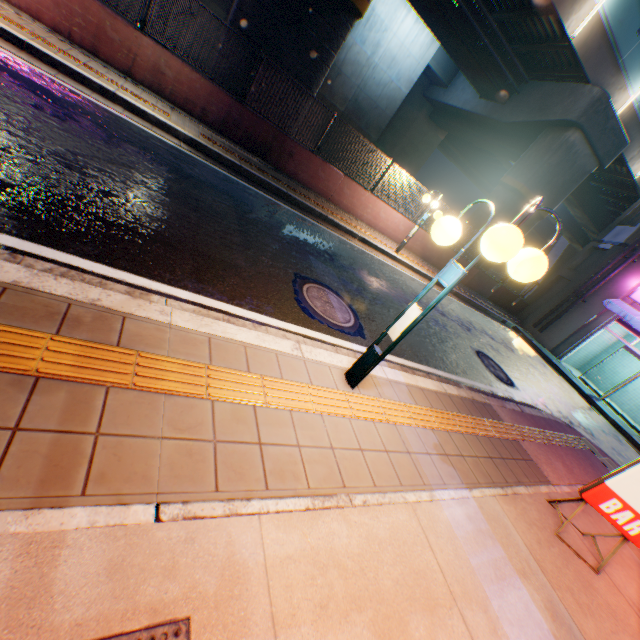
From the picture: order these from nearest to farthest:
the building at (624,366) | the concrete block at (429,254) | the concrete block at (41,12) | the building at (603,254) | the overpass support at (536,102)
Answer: the concrete block at (41,12), the overpass support at (536,102), the concrete block at (429,254), the building at (603,254), the building at (624,366)

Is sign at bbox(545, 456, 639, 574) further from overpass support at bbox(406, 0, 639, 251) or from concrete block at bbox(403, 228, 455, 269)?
overpass support at bbox(406, 0, 639, 251)

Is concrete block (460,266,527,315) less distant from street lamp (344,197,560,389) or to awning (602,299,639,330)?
awning (602,299,639,330)

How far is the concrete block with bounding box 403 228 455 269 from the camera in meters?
13.5 m

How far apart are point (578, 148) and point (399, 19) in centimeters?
1169cm

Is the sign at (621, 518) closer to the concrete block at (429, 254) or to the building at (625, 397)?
the concrete block at (429, 254)

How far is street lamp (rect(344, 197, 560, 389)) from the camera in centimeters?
230cm

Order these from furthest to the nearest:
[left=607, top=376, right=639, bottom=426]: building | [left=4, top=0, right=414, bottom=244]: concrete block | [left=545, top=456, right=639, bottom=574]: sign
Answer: [left=607, top=376, right=639, bottom=426]: building, [left=4, top=0, right=414, bottom=244]: concrete block, [left=545, top=456, right=639, bottom=574]: sign
